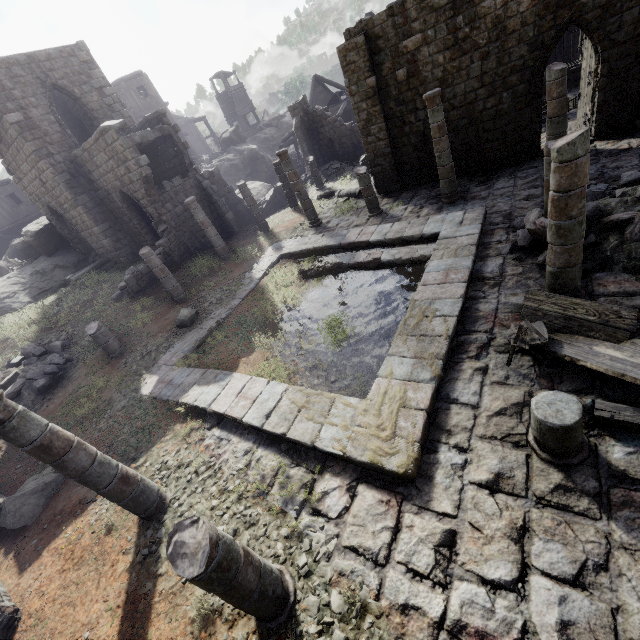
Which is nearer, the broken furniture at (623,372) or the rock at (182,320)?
the broken furniture at (623,372)

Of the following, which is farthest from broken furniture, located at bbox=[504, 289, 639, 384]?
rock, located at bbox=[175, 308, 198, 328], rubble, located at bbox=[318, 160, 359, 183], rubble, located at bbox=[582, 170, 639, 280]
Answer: rubble, located at bbox=[318, 160, 359, 183]

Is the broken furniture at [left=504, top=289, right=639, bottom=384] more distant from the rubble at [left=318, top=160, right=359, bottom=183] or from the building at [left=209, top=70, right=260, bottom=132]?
the rubble at [left=318, top=160, right=359, bottom=183]

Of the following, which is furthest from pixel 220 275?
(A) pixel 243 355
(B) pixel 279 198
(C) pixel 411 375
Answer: (C) pixel 411 375

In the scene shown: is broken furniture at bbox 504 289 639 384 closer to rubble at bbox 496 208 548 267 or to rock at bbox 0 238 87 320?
rubble at bbox 496 208 548 267

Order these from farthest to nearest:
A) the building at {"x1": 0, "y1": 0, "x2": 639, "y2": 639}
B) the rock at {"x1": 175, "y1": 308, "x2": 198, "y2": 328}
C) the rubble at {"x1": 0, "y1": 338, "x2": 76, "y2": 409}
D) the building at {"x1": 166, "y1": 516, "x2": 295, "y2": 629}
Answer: the rock at {"x1": 175, "y1": 308, "x2": 198, "y2": 328}
the rubble at {"x1": 0, "y1": 338, "x2": 76, "y2": 409}
the building at {"x1": 0, "y1": 0, "x2": 639, "y2": 639}
the building at {"x1": 166, "y1": 516, "x2": 295, "y2": 629}

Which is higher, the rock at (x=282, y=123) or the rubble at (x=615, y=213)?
the rock at (x=282, y=123)

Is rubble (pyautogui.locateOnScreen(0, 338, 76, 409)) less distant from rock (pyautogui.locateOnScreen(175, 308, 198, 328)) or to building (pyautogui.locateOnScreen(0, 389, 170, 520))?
building (pyautogui.locateOnScreen(0, 389, 170, 520))
